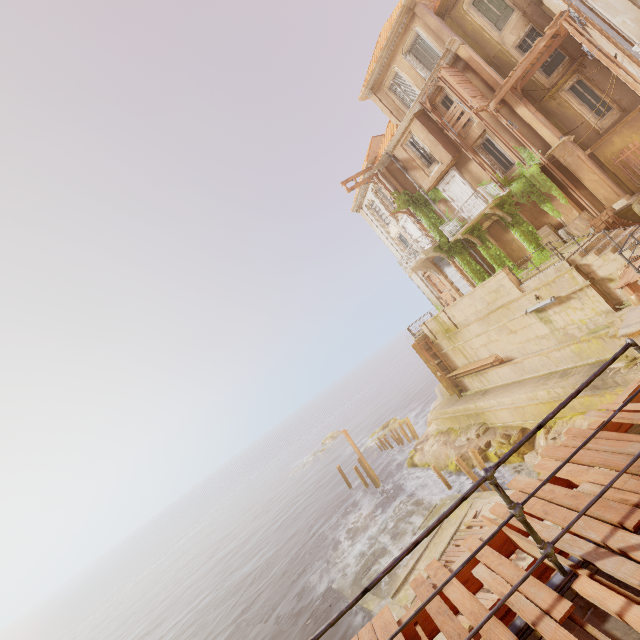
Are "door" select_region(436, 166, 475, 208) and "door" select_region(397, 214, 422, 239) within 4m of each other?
yes

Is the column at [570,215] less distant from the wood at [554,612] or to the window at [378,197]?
the window at [378,197]

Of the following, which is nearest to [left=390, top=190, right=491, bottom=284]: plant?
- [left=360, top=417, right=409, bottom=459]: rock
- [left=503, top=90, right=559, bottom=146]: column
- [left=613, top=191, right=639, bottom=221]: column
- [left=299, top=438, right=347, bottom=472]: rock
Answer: [left=503, top=90, right=559, bottom=146]: column

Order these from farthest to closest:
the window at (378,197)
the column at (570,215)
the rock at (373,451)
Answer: the rock at (373,451), the window at (378,197), the column at (570,215)

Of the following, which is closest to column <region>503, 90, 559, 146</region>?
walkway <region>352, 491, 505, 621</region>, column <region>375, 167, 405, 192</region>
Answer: column <region>375, 167, 405, 192</region>

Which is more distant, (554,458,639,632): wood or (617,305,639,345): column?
(617,305,639,345): column

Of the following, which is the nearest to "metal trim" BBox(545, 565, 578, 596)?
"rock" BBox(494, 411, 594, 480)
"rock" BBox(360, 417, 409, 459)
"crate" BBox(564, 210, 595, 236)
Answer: "rock" BBox(494, 411, 594, 480)

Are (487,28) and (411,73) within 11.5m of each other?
yes
